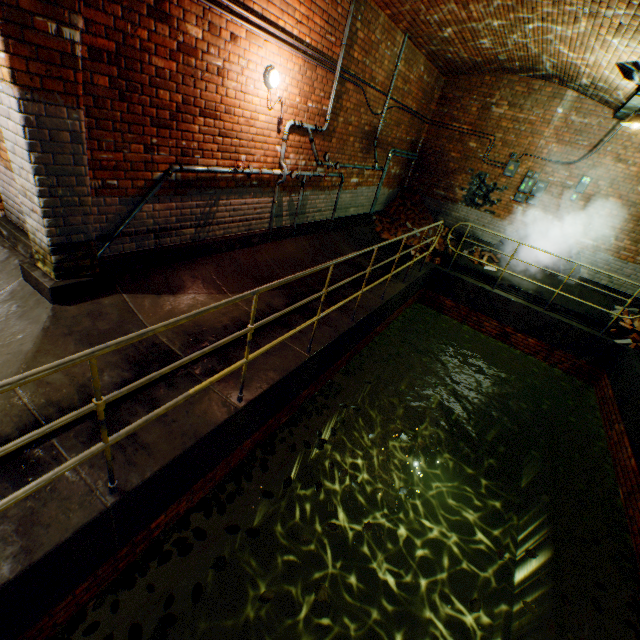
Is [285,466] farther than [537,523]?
No

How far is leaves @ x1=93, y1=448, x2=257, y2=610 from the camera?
2.8m

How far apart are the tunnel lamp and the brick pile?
5.5m

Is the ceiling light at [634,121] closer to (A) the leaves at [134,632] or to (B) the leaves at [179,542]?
(B) the leaves at [179,542]

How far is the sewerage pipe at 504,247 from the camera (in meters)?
9.51

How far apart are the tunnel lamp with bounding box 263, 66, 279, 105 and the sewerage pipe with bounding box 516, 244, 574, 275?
7.7 meters

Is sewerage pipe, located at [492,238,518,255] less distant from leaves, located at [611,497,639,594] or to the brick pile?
the brick pile
